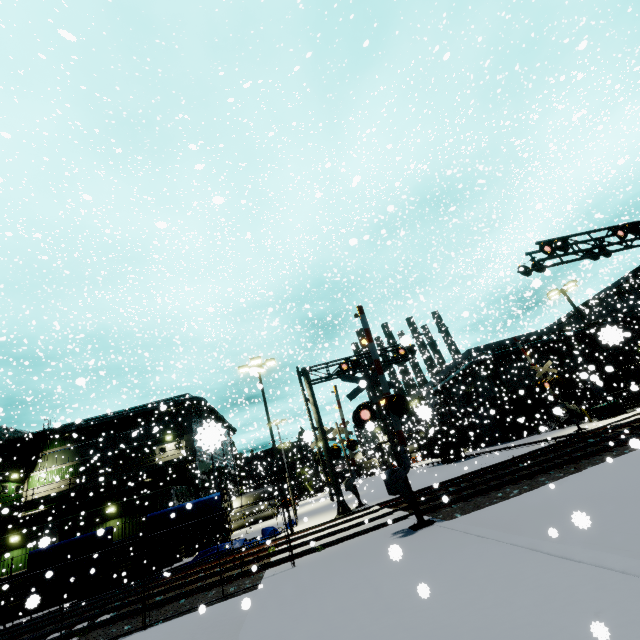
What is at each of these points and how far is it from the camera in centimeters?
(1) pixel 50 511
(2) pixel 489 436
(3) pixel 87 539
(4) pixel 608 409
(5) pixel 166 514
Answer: (1) pipe, 2875cm
(2) roll-up door, 3991cm
(3) tarp, 1680cm
(4) electrical box, 2403cm
(5) tarp, 1753cm

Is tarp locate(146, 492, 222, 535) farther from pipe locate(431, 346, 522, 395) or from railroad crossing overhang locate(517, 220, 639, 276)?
pipe locate(431, 346, 522, 395)

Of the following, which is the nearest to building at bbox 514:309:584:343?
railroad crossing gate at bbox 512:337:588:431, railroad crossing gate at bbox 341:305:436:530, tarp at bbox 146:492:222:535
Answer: tarp at bbox 146:492:222:535

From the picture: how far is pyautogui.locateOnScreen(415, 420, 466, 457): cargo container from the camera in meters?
33.3

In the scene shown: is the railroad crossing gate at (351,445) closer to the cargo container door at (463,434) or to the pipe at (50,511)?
the pipe at (50,511)

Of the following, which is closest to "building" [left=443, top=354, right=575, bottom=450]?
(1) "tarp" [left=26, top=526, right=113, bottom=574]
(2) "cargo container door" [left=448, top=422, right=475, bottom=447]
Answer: A: (1) "tarp" [left=26, top=526, right=113, bottom=574]

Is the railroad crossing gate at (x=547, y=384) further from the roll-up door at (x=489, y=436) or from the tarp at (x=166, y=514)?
the tarp at (x=166, y=514)

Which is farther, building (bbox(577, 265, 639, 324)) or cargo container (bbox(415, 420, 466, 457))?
building (bbox(577, 265, 639, 324))
